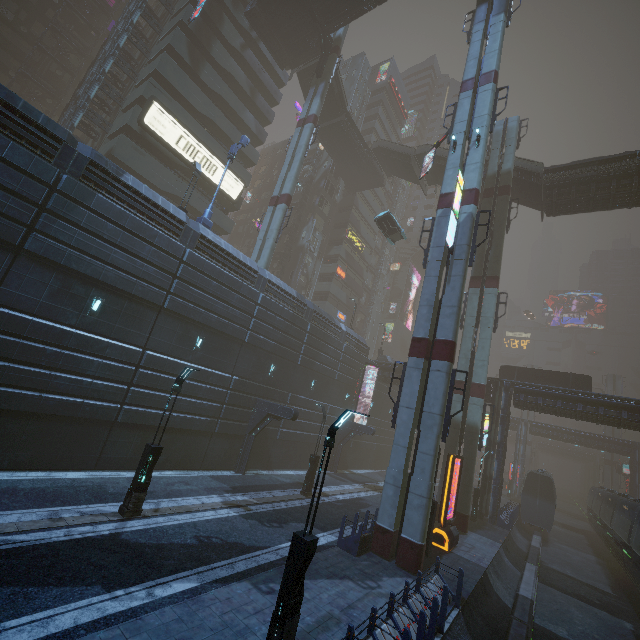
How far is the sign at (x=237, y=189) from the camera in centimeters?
3247cm

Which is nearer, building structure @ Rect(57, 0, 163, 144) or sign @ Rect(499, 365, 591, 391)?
building structure @ Rect(57, 0, 163, 144)

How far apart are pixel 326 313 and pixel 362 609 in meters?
22.7 m

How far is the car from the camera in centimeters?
2853cm

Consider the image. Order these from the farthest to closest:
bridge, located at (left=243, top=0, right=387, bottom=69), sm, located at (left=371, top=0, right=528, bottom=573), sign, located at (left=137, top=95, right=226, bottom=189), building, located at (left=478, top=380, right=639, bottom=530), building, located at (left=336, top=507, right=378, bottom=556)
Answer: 1. bridge, located at (left=243, top=0, right=387, bottom=69)
2. sign, located at (left=137, top=95, right=226, bottom=189)
3. building, located at (left=478, top=380, right=639, bottom=530)
4. sm, located at (left=371, top=0, right=528, bottom=573)
5. building, located at (left=336, top=507, right=378, bottom=556)

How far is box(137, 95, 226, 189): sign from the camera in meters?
26.4 m

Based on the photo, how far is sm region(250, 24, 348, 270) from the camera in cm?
2716

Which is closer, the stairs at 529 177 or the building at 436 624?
the building at 436 624
